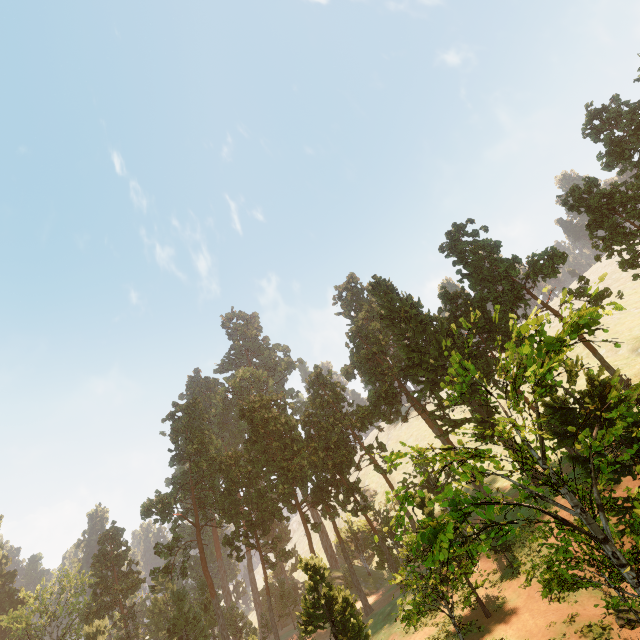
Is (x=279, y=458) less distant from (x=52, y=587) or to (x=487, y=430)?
(x=487, y=430)

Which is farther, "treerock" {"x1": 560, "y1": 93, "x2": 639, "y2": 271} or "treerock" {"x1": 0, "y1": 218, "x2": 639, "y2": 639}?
"treerock" {"x1": 560, "y1": 93, "x2": 639, "y2": 271}

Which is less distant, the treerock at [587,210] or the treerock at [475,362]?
the treerock at [475,362]
